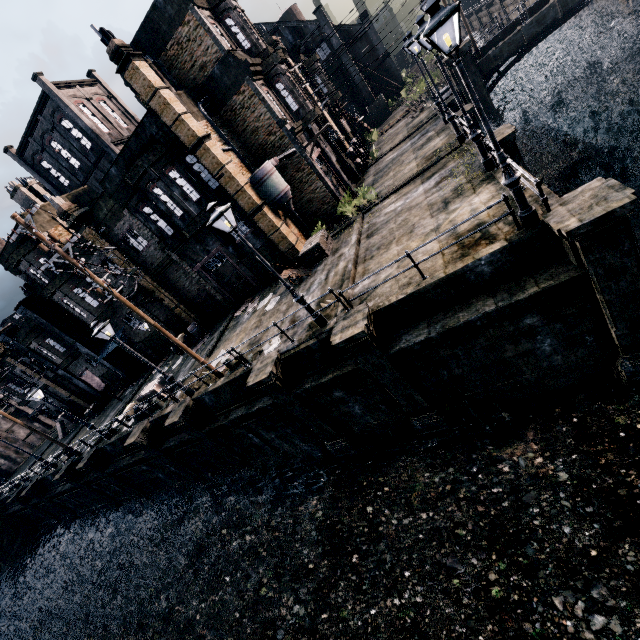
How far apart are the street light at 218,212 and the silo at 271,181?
10.1 meters

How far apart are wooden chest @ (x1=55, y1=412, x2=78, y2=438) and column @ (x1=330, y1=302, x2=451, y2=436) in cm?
→ 4115

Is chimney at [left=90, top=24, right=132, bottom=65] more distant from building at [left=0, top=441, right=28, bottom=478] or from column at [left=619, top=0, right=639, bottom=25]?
building at [left=0, top=441, right=28, bottom=478]

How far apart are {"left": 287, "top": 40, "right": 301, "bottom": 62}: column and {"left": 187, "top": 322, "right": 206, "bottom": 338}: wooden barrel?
24.7m

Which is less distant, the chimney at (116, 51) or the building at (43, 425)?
the chimney at (116, 51)

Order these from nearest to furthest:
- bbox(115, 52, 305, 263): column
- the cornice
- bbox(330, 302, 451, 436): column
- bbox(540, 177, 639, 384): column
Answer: bbox(540, 177, 639, 384): column → bbox(330, 302, 451, 436): column → bbox(115, 52, 305, 263): column → the cornice

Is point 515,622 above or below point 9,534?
below

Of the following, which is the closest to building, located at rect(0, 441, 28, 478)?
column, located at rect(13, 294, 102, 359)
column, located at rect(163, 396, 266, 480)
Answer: column, located at rect(13, 294, 102, 359)
